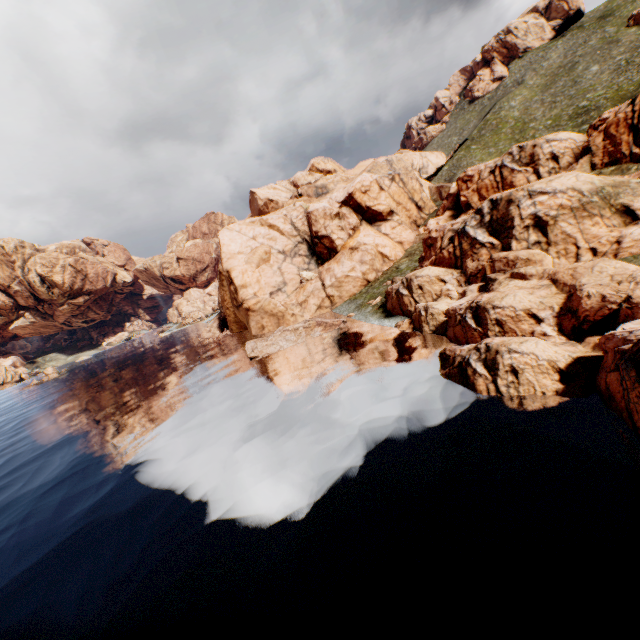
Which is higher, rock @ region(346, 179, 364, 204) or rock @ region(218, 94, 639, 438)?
rock @ region(346, 179, 364, 204)

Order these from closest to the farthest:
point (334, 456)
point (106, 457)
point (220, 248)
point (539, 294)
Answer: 1. point (334, 456)
2. point (539, 294)
3. point (106, 457)
4. point (220, 248)

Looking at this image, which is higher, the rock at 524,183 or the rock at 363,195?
the rock at 363,195

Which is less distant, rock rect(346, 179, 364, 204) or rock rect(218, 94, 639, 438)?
rock rect(218, 94, 639, 438)

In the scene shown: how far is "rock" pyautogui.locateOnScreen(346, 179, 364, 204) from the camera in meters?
59.2

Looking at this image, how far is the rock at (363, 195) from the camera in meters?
59.2 m
